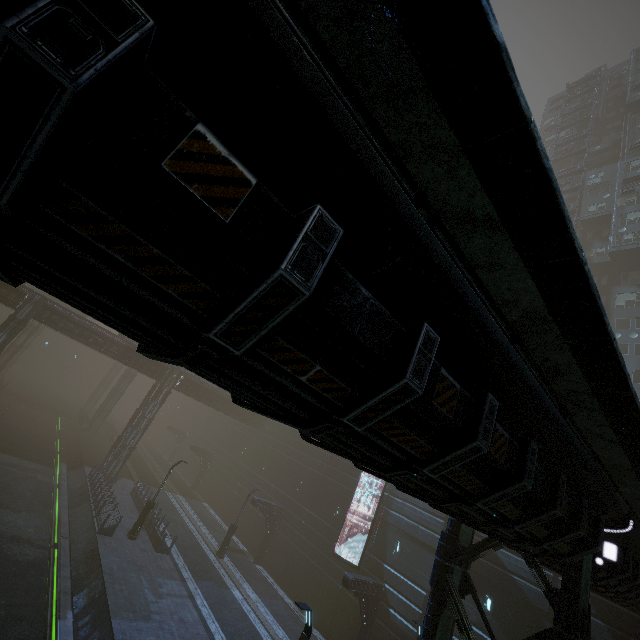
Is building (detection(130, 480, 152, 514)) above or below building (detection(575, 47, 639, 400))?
below

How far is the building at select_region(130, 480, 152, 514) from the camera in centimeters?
2764cm

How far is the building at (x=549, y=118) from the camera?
54.9 meters

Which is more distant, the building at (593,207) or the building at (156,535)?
the building at (593,207)

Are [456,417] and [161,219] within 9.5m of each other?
yes

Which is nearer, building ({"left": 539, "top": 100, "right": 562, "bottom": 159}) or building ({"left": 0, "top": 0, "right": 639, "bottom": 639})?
building ({"left": 0, "top": 0, "right": 639, "bottom": 639})

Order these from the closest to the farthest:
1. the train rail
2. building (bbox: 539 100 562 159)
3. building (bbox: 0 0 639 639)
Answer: building (bbox: 0 0 639 639)
the train rail
building (bbox: 539 100 562 159)
